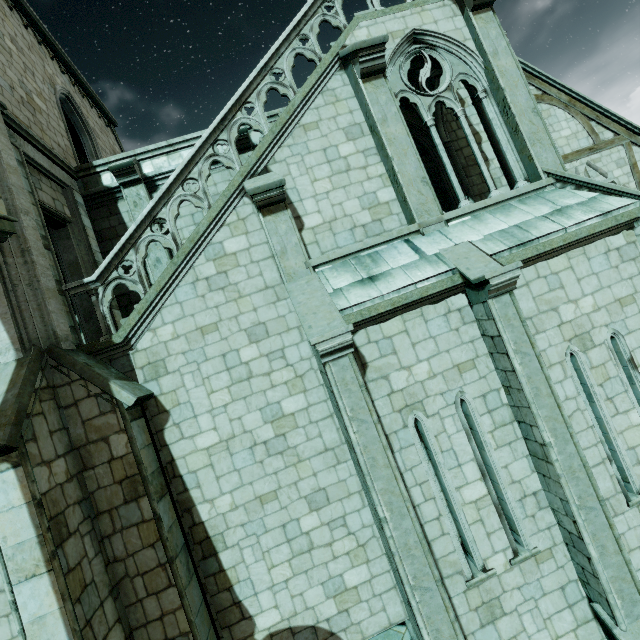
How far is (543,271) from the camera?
6.39m
